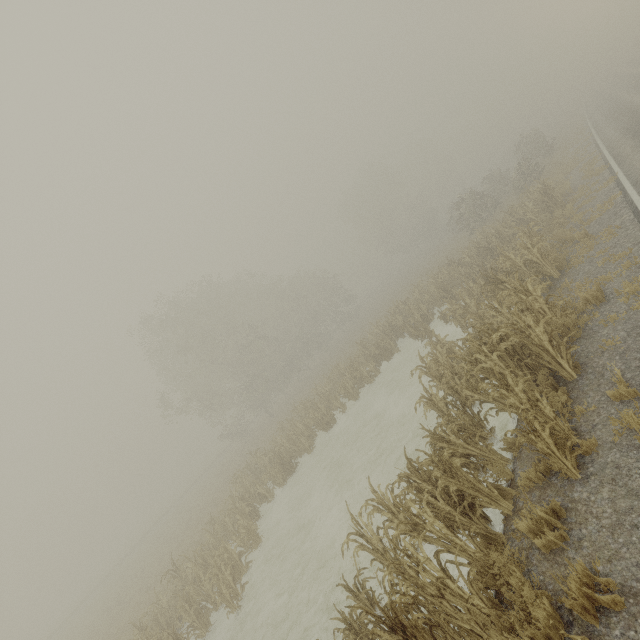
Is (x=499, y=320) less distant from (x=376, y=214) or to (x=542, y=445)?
(x=542, y=445)
